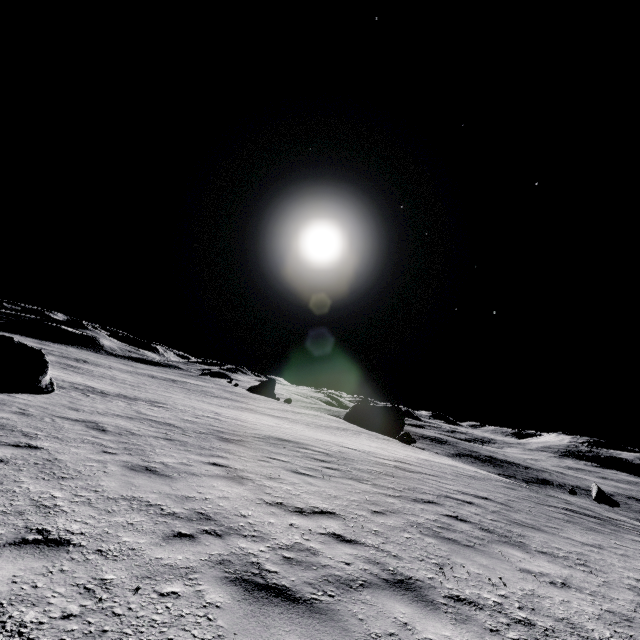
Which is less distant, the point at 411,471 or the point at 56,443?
the point at 56,443

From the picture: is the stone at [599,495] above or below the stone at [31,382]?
below

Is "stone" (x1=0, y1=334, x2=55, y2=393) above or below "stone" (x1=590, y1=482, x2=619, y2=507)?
above

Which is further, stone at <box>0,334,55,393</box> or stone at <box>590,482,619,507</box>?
stone at <box>590,482,619,507</box>

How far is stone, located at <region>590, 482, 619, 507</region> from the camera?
36.9 meters

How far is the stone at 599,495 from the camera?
36.94m
